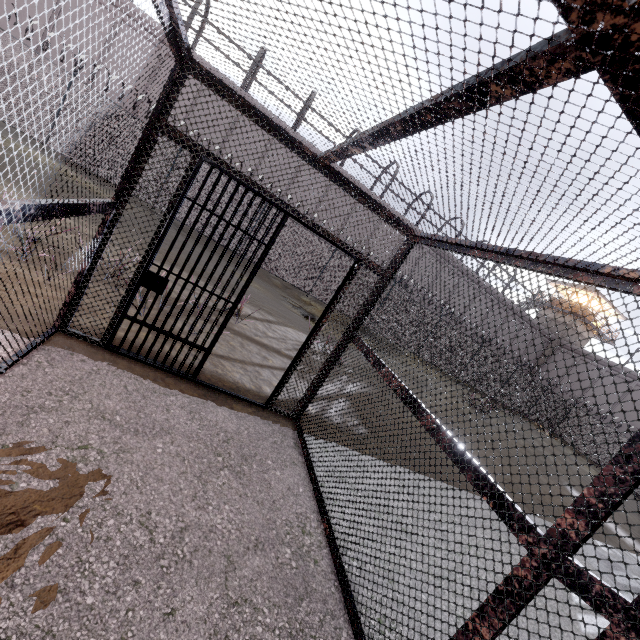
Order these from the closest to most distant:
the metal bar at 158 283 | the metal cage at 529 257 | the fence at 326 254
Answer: the metal cage at 529 257 → the metal bar at 158 283 → the fence at 326 254

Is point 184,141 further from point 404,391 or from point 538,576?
point 538,576

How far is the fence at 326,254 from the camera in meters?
15.5

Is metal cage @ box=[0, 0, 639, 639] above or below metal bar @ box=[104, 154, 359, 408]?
above

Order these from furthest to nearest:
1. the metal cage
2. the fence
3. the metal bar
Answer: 1. the fence
2. the metal bar
3. the metal cage

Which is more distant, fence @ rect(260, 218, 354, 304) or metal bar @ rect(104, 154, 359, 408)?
fence @ rect(260, 218, 354, 304)

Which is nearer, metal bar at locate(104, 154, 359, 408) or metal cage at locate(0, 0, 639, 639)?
metal cage at locate(0, 0, 639, 639)

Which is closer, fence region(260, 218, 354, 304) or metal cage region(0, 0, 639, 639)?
metal cage region(0, 0, 639, 639)
